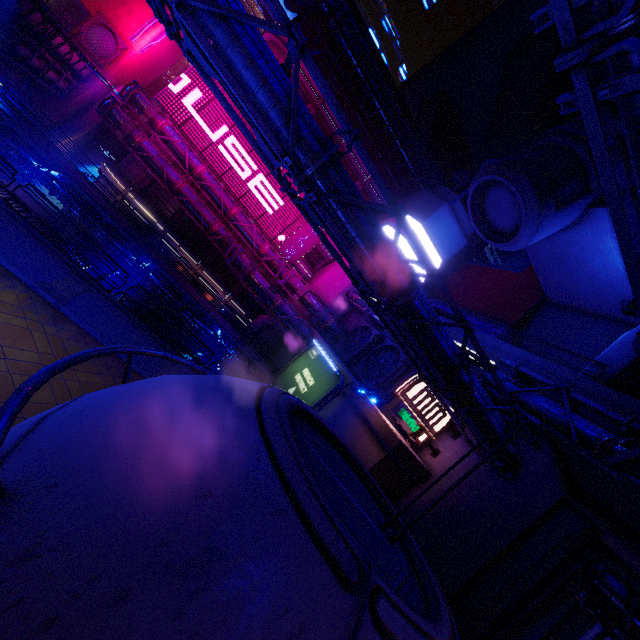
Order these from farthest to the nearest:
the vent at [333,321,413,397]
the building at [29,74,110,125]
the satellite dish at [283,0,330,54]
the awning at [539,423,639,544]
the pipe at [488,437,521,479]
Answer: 1. the building at [29,74,110,125]
2. the satellite dish at [283,0,330,54]
3. the vent at [333,321,413,397]
4. the pipe at [488,437,521,479]
5. the awning at [539,423,639,544]

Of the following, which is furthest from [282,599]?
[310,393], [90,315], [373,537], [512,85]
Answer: [512,85]

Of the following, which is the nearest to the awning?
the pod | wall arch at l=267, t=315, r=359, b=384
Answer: wall arch at l=267, t=315, r=359, b=384

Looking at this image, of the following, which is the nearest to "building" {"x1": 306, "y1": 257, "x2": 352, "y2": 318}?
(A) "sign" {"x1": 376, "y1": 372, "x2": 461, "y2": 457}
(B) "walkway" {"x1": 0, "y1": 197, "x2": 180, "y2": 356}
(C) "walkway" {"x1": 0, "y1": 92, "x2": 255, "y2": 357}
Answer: (C) "walkway" {"x1": 0, "y1": 92, "x2": 255, "y2": 357}

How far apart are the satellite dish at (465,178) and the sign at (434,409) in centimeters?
2991cm

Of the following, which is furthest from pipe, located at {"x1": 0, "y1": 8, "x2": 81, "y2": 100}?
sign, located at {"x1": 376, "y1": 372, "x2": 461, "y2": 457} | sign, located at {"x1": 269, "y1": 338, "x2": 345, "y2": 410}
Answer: sign, located at {"x1": 269, "y1": 338, "x2": 345, "y2": 410}

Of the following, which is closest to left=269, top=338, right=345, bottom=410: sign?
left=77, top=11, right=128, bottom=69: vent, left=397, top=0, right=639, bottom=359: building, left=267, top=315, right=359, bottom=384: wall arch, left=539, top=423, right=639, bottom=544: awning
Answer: left=267, top=315, right=359, bottom=384: wall arch

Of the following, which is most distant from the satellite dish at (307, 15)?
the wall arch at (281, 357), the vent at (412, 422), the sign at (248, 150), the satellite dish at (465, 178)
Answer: the vent at (412, 422)
